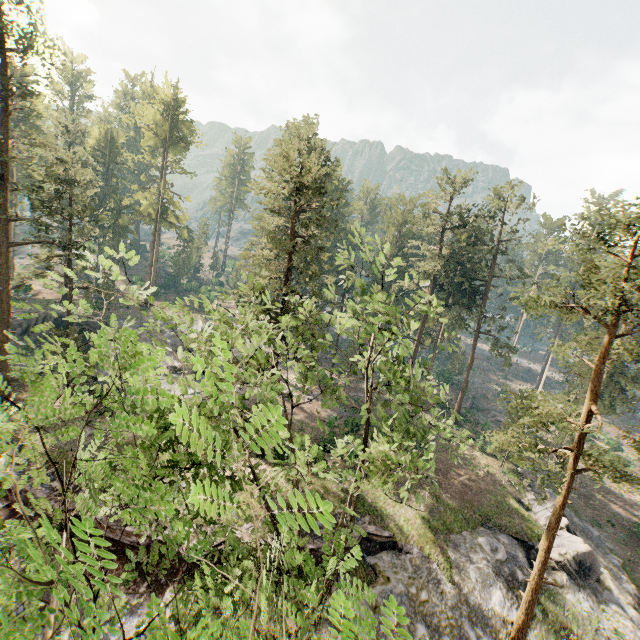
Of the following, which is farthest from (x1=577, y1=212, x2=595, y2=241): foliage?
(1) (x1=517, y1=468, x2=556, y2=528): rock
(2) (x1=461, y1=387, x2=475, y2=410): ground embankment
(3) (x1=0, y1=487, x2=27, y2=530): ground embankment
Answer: (3) (x1=0, y1=487, x2=27, y2=530): ground embankment

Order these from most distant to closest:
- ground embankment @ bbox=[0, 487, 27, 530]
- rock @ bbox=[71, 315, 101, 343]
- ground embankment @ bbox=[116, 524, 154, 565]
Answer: rock @ bbox=[71, 315, 101, 343] < ground embankment @ bbox=[0, 487, 27, 530] < ground embankment @ bbox=[116, 524, 154, 565]

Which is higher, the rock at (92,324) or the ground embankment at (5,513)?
the rock at (92,324)

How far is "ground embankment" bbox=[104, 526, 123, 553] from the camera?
18.2m

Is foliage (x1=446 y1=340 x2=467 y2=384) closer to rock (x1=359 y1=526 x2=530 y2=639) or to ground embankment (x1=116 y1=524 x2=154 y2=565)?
rock (x1=359 y1=526 x2=530 y2=639)

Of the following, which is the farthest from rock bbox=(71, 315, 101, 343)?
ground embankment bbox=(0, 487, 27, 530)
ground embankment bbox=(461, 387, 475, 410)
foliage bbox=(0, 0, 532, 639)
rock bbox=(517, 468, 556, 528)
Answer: rock bbox=(517, 468, 556, 528)

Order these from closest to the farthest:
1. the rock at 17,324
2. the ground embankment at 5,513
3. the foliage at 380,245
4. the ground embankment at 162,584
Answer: the foliage at 380,245, the ground embankment at 162,584, the ground embankment at 5,513, the rock at 17,324

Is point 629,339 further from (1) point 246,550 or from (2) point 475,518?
(1) point 246,550
